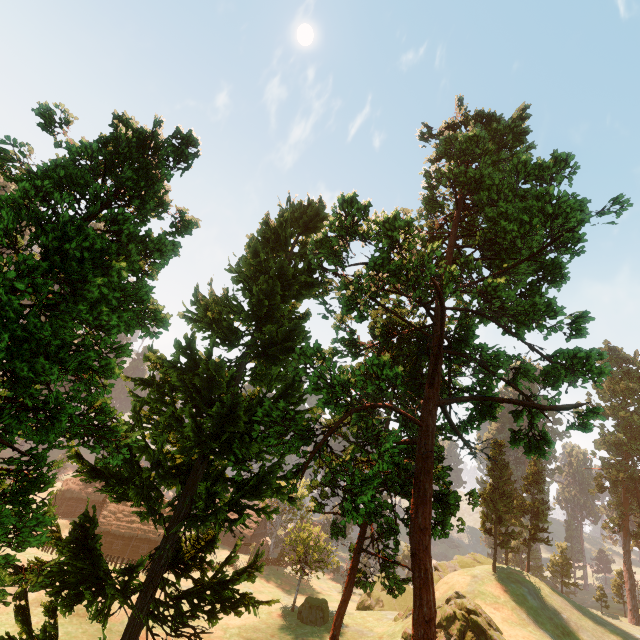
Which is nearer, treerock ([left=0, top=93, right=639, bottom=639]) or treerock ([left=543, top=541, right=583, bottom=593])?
treerock ([left=0, top=93, right=639, bottom=639])

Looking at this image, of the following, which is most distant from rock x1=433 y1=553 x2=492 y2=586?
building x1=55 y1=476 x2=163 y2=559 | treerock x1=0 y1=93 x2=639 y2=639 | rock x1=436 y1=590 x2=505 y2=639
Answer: building x1=55 y1=476 x2=163 y2=559

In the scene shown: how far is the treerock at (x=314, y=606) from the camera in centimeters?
3950cm

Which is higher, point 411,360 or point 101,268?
point 411,360

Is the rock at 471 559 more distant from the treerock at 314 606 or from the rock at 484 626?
the rock at 484 626

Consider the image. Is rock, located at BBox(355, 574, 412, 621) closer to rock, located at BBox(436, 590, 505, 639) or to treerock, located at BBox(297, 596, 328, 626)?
treerock, located at BBox(297, 596, 328, 626)

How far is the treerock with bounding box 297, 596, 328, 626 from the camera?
39.5 meters
